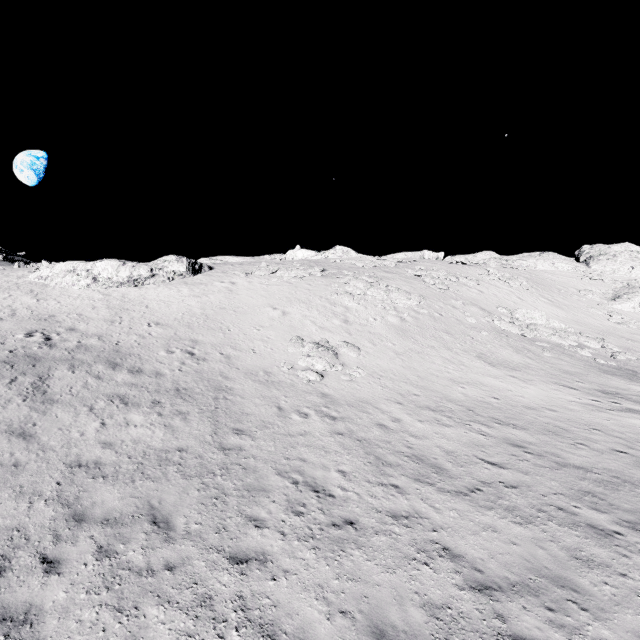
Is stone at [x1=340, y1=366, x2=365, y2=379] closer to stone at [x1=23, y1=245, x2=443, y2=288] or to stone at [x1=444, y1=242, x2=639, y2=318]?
stone at [x1=23, y1=245, x2=443, y2=288]

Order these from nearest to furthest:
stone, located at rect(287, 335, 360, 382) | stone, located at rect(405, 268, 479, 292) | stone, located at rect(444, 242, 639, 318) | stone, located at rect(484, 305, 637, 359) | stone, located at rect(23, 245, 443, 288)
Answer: stone, located at rect(287, 335, 360, 382), stone, located at rect(484, 305, 637, 359), stone, located at rect(23, 245, 443, 288), stone, located at rect(405, 268, 479, 292), stone, located at rect(444, 242, 639, 318)

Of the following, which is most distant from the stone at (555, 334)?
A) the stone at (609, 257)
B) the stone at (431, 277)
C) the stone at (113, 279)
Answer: the stone at (609, 257)

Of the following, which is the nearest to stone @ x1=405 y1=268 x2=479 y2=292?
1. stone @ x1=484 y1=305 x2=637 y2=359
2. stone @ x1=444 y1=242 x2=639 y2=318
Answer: stone @ x1=484 y1=305 x2=637 y2=359

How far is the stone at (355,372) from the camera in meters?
16.8 m

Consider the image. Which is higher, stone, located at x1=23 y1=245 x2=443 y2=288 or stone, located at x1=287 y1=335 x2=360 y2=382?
stone, located at x1=23 y1=245 x2=443 y2=288

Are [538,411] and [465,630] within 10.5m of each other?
no

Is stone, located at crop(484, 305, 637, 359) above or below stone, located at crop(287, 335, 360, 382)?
above
